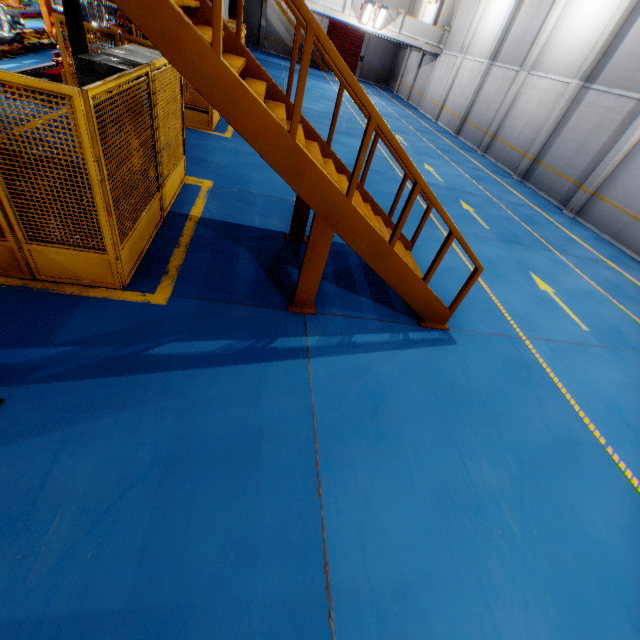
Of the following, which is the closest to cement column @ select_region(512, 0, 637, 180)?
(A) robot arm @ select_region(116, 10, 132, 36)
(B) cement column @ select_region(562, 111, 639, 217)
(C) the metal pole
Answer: (B) cement column @ select_region(562, 111, 639, 217)

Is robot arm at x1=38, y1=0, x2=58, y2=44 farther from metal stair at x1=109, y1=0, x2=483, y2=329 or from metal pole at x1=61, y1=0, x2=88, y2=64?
metal stair at x1=109, y1=0, x2=483, y2=329

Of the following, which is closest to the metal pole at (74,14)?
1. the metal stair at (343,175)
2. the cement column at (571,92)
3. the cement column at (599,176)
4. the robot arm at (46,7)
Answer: the metal stair at (343,175)

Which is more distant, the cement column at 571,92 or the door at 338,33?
the door at 338,33

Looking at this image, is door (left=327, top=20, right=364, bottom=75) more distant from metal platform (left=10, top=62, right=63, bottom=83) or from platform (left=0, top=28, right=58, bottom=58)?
metal platform (left=10, top=62, right=63, bottom=83)

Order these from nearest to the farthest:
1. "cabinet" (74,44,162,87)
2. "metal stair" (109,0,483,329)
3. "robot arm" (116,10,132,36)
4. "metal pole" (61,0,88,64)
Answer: "metal stair" (109,0,483,329), "cabinet" (74,44,162,87), "metal pole" (61,0,88,64), "robot arm" (116,10,132,36)

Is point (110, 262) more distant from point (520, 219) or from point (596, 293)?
point (520, 219)

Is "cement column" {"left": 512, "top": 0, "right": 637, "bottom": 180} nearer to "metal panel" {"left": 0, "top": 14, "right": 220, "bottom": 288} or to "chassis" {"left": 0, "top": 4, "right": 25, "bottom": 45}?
"metal panel" {"left": 0, "top": 14, "right": 220, "bottom": 288}
